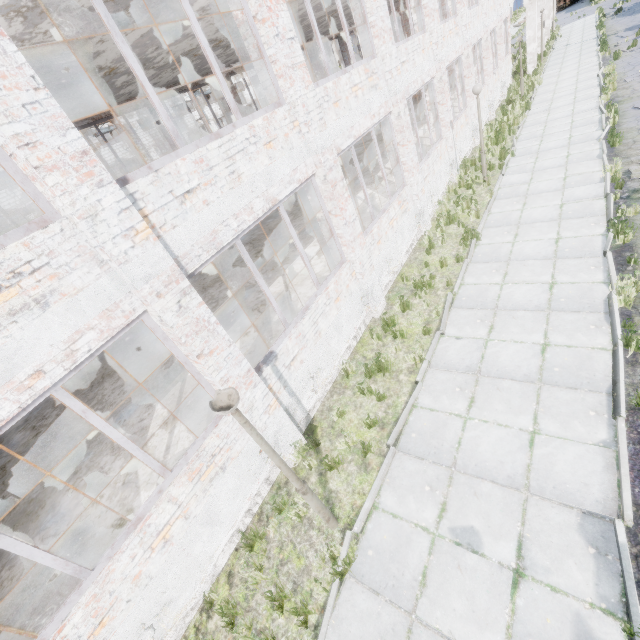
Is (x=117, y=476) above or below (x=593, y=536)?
above

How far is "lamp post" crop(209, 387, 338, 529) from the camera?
3.5 meters

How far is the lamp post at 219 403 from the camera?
3.5m
